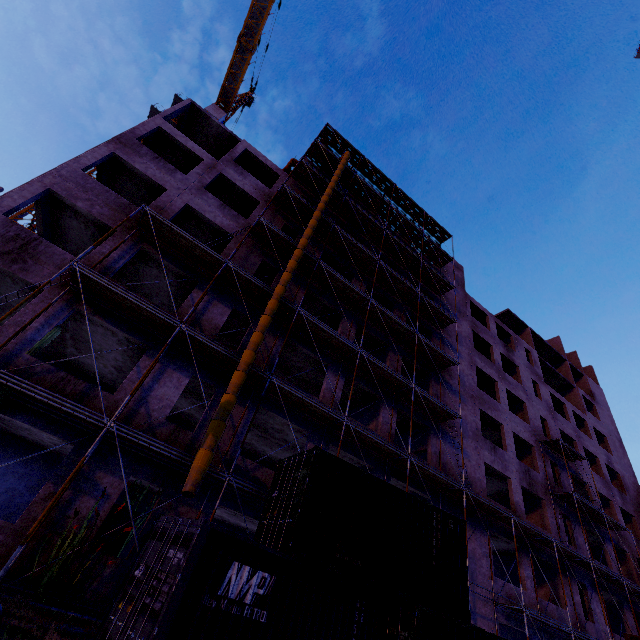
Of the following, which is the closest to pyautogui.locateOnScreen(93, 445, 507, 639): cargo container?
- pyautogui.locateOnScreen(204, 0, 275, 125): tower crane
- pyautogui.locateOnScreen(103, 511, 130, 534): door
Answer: pyautogui.locateOnScreen(103, 511, 130, 534): door

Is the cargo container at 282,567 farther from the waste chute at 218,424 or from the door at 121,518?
the door at 121,518

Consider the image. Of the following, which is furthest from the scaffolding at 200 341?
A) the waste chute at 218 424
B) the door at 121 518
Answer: the door at 121 518

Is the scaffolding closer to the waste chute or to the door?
the waste chute

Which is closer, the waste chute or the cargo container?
the cargo container

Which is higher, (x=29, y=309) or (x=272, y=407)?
(x=272, y=407)

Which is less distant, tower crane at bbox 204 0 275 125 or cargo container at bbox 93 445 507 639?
cargo container at bbox 93 445 507 639

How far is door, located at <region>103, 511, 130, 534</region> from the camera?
10.13m
